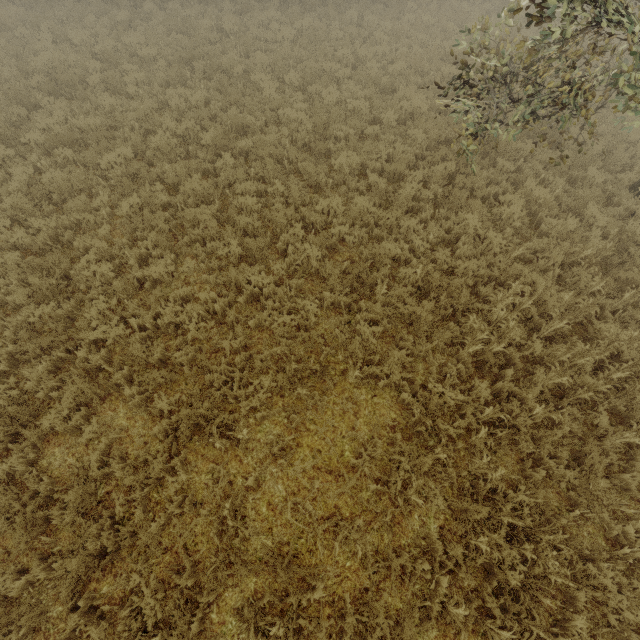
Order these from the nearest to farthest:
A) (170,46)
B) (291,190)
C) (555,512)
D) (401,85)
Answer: (555,512) < (291,190) < (401,85) < (170,46)
